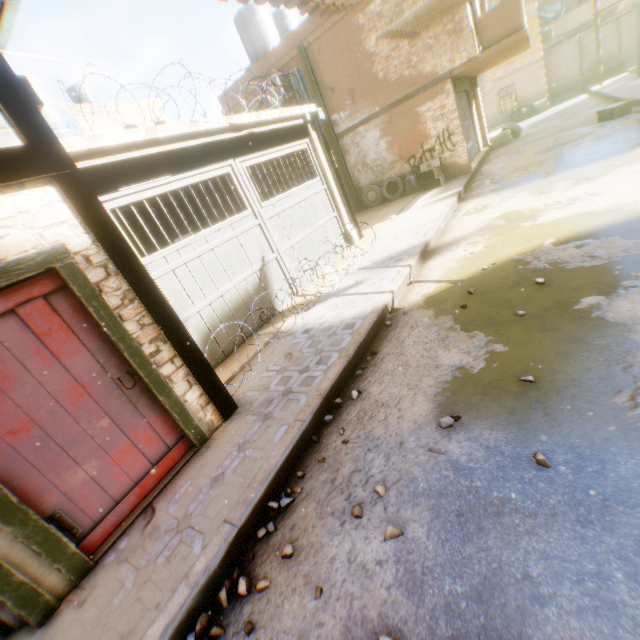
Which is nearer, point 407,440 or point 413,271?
point 407,440

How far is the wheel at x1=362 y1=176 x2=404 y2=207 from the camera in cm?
1328

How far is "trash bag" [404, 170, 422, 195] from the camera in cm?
1280

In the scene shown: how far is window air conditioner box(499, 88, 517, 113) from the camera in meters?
21.9 m

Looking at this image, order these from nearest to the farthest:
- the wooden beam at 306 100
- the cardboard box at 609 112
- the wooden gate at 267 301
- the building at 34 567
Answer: the building at 34 567
the wooden gate at 267 301
the wooden beam at 306 100
the cardboard box at 609 112

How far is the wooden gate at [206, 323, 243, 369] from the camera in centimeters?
550cm

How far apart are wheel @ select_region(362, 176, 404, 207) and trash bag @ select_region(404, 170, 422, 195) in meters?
0.1 m

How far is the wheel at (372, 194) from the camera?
13.3 meters
